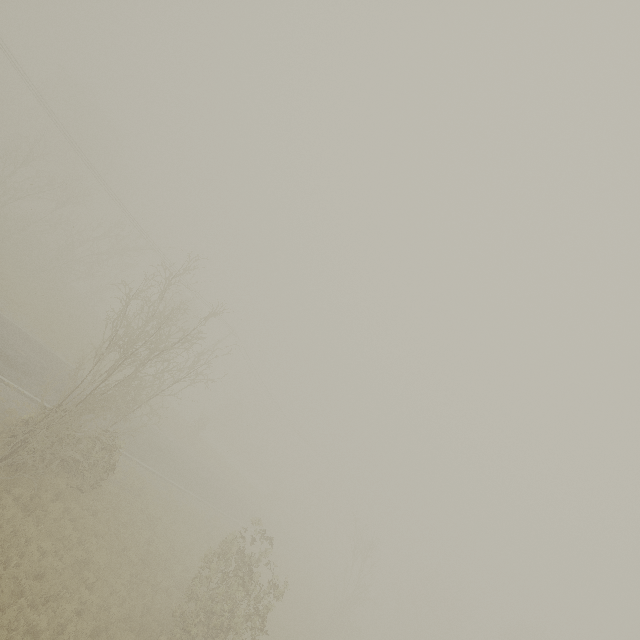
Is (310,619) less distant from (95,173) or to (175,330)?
(175,330)
